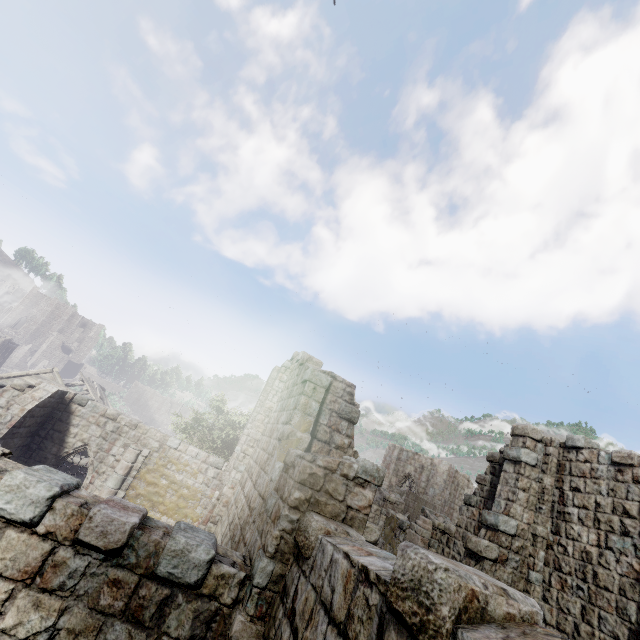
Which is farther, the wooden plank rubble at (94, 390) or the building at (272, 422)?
the wooden plank rubble at (94, 390)

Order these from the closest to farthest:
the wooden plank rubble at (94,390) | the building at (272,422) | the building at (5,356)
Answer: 1. the building at (272,422)
2. the wooden plank rubble at (94,390)
3. the building at (5,356)

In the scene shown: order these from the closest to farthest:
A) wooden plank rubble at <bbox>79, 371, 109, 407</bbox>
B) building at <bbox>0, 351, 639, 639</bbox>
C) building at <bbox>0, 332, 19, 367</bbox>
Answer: building at <bbox>0, 351, 639, 639</bbox>
wooden plank rubble at <bbox>79, 371, 109, 407</bbox>
building at <bbox>0, 332, 19, 367</bbox>

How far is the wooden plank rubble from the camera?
28.2m

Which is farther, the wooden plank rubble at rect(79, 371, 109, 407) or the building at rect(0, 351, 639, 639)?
the wooden plank rubble at rect(79, 371, 109, 407)

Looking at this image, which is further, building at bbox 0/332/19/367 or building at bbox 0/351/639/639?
building at bbox 0/332/19/367

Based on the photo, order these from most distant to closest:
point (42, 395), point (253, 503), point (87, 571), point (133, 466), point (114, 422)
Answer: point (114, 422), point (133, 466), point (42, 395), point (253, 503), point (87, 571)
